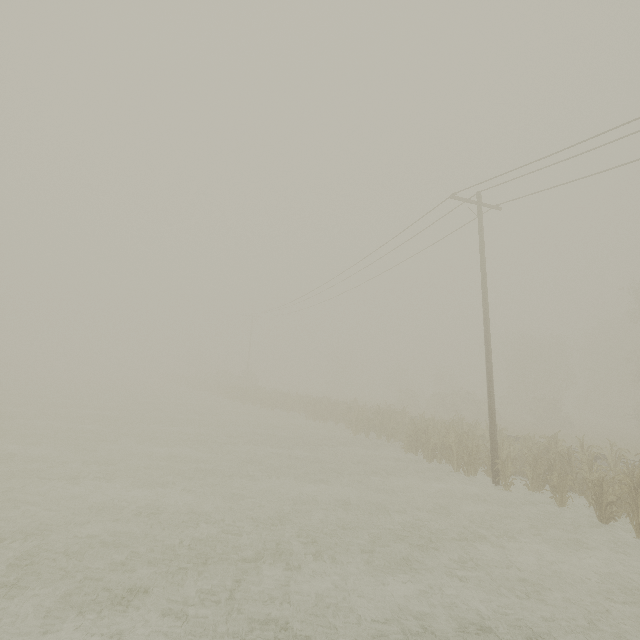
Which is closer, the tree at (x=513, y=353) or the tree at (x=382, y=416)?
the tree at (x=513, y=353)

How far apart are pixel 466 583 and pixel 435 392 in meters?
38.7 m

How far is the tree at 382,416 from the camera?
14.3 meters

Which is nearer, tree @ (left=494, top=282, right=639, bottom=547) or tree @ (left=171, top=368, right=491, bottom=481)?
tree @ (left=494, top=282, right=639, bottom=547)

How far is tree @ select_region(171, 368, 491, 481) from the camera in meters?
14.3 m
